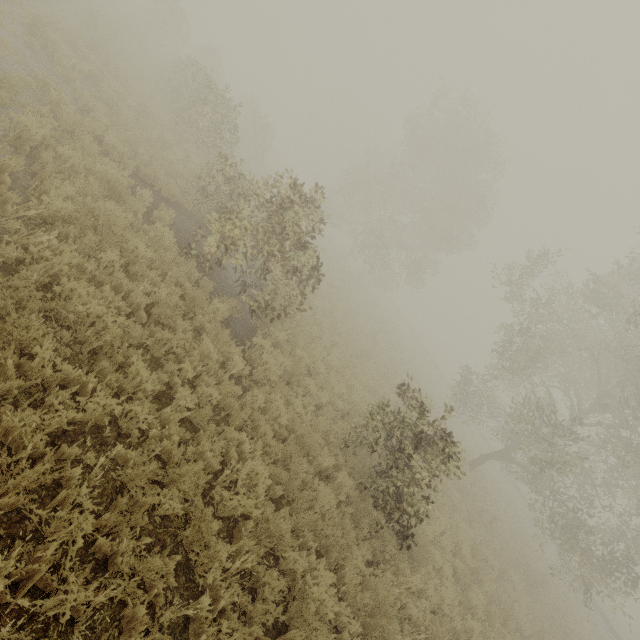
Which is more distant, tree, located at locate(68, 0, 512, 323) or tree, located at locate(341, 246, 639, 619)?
tree, located at locate(68, 0, 512, 323)

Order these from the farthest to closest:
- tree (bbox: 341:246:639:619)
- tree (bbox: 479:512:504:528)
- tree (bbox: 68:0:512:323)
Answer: tree (bbox: 479:512:504:528) < tree (bbox: 68:0:512:323) < tree (bbox: 341:246:639:619)

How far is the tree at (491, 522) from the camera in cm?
1466

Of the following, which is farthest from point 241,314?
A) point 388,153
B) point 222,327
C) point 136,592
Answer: point 388,153

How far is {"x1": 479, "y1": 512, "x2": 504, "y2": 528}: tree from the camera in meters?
14.7 m

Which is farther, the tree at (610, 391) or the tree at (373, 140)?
the tree at (373, 140)
